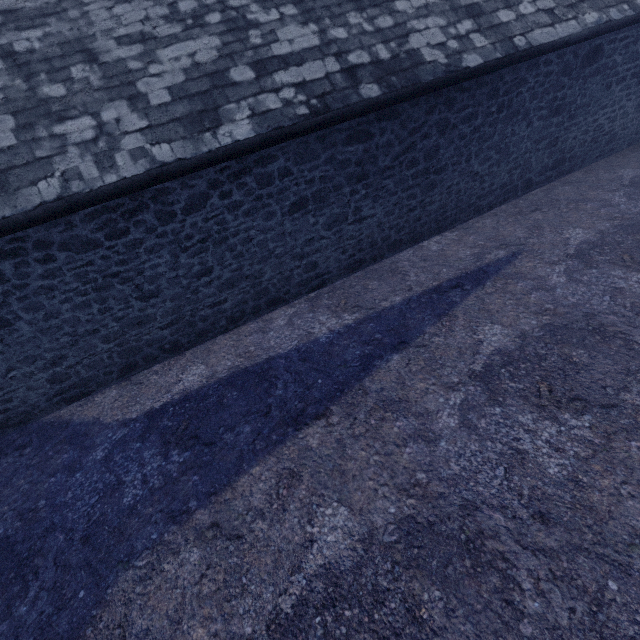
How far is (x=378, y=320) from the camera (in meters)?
5.38
